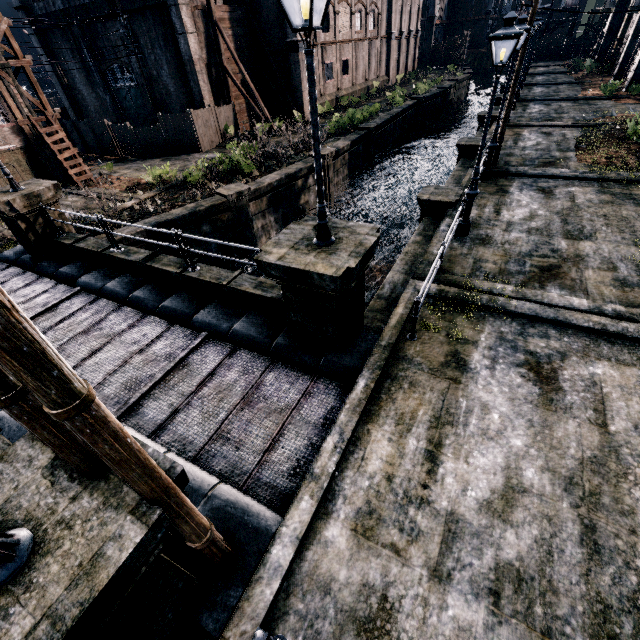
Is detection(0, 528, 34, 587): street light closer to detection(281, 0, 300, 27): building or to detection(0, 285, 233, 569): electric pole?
detection(0, 285, 233, 569): electric pole

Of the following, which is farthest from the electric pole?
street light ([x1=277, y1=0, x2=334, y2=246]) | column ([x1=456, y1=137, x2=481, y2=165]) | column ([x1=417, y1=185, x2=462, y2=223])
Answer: column ([x1=456, y1=137, x2=481, y2=165])

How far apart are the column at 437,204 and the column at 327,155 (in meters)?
9.81

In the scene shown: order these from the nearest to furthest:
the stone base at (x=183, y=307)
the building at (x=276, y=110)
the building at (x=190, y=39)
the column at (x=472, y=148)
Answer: the stone base at (x=183, y=307)
the column at (x=472, y=148)
the building at (x=190, y=39)
the building at (x=276, y=110)

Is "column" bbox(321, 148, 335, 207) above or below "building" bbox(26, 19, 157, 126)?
below

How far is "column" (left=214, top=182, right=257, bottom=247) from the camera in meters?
17.4 m

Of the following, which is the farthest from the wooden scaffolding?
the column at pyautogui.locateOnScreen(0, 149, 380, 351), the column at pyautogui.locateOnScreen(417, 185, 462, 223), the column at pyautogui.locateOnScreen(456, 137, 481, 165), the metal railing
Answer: the metal railing

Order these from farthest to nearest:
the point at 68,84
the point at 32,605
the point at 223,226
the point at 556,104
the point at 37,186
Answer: the point at 68,84 < the point at 556,104 < the point at 223,226 < the point at 37,186 < the point at 32,605
